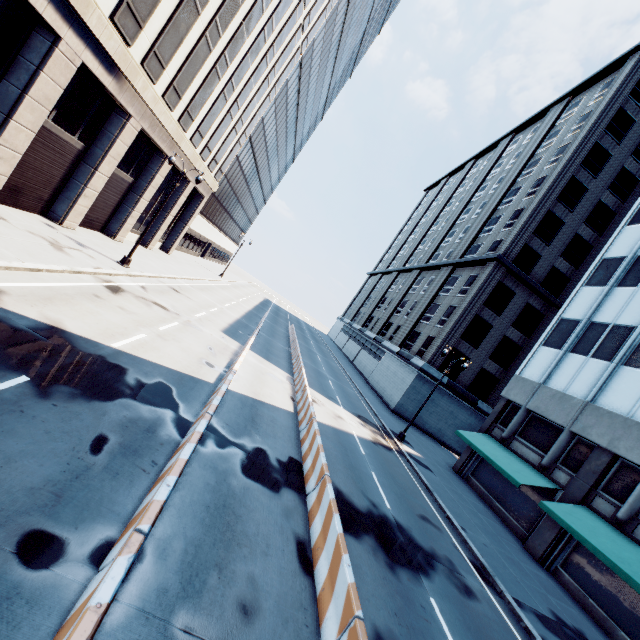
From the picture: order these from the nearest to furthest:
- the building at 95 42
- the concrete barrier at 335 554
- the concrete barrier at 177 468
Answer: the concrete barrier at 177 468
the concrete barrier at 335 554
the building at 95 42

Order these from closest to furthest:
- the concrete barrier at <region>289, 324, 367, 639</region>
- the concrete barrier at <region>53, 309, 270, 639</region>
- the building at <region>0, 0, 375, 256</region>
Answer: the concrete barrier at <region>53, 309, 270, 639</region>, the concrete barrier at <region>289, 324, 367, 639</region>, the building at <region>0, 0, 375, 256</region>

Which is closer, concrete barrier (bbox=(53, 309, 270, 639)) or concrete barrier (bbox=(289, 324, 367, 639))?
concrete barrier (bbox=(53, 309, 270, 639))

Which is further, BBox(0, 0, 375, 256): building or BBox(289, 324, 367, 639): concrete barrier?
BBox(0, 0, 375, 256): building

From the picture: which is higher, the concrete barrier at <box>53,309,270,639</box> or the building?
the building

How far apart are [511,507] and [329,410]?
13.2m

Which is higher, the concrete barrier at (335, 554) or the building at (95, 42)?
the building at (95, 42)
